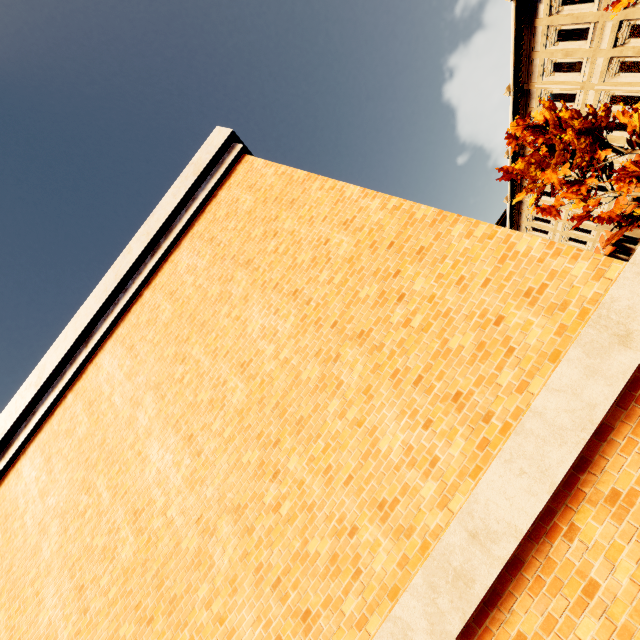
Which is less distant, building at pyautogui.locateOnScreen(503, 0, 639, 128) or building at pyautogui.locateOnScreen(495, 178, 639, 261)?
building at pyautogui.locateOnScreen(503, 0, 639, 128)

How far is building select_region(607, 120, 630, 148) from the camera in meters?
18.2

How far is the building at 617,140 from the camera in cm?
1820

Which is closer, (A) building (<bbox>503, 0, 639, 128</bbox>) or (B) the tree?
(B) the tree

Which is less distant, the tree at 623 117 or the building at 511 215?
the tree at 623 117

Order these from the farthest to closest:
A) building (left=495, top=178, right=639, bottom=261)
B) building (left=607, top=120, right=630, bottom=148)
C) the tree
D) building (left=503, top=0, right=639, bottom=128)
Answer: building (left=495, top=178, right=639, bottom=261), building (left=607, top=120, right=630, bottom=148), building (left=503, top=0, right=639, bottom=128), the tree

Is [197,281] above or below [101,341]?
below
